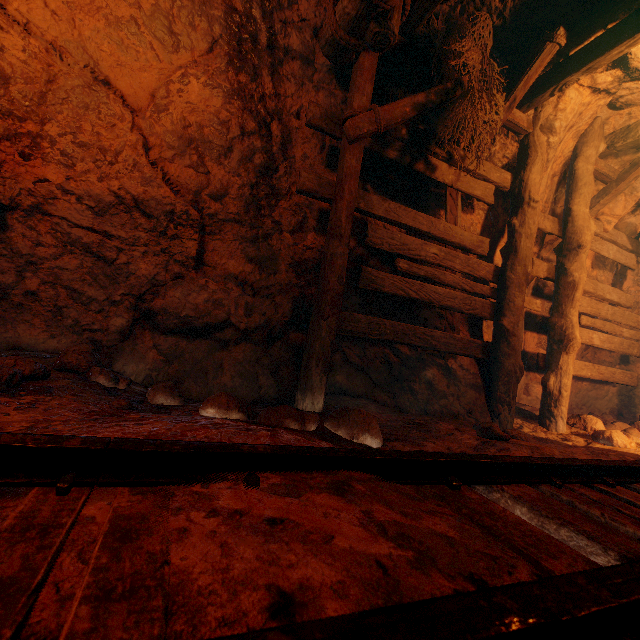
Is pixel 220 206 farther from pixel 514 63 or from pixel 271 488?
pixel 514 63

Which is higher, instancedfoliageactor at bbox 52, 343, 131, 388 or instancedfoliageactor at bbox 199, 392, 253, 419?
instancedfoliageactor at bbox 52, 343, 131, 388

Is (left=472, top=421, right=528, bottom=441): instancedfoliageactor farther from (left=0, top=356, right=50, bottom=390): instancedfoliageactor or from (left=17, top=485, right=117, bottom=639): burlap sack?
(left=0, top=356, right=50, bottom=390): instancedfoliageactor

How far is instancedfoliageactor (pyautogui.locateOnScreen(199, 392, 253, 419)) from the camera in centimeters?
216cm

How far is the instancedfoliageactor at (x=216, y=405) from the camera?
2.2 meters

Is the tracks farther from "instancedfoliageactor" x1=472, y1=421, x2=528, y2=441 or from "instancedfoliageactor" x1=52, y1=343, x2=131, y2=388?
"instancedfoliageactor" x1=52, y1=343, x2=131, y2=388

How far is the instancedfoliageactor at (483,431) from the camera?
2.6m

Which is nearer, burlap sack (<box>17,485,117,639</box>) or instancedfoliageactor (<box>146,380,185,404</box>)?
burlap sack (<box>17,485,117,639</box>)
